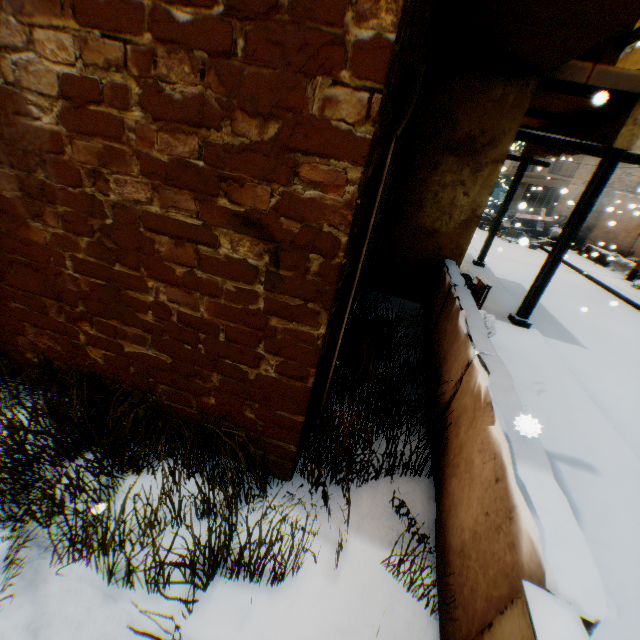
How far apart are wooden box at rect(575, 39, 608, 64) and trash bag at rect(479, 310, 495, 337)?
3.4 meters

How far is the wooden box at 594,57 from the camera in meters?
4.9 m

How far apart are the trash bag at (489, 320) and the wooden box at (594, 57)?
3.4m

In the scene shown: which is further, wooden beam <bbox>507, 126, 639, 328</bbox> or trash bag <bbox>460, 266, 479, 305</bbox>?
trash bag <bbox>460, 266, 479, 305</bbox>

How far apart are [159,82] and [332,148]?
0.9 meters

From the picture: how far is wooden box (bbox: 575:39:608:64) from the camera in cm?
493

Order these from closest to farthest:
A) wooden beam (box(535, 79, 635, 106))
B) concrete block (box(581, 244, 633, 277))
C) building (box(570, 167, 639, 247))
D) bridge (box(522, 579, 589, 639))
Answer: bridge (box(522, 579, 589, 639)), wooden beam (box(535, 79, 635, 106)), concrete block (box(581, 244, 633, 277)), building (box(570, 167, 639, 247))

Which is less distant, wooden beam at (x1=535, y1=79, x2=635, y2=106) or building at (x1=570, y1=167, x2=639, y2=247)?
wooden beam at (x1=535, y1=79, x2=635, y2=106)
